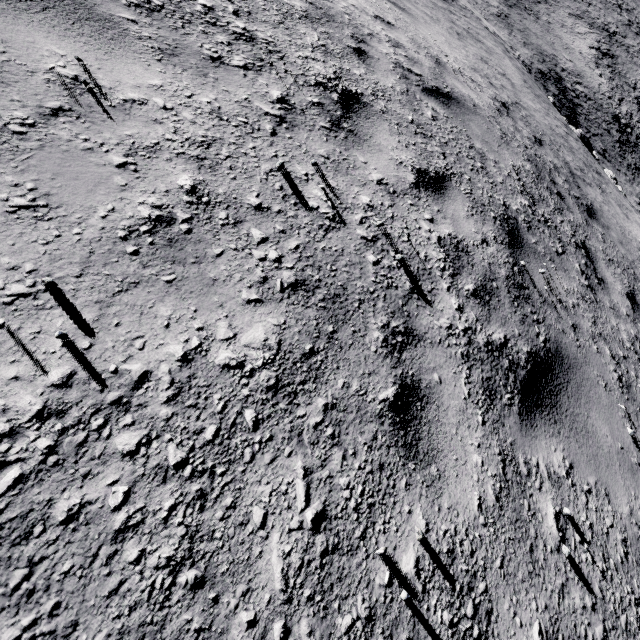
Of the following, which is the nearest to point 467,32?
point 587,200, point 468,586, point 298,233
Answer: point 587,200
